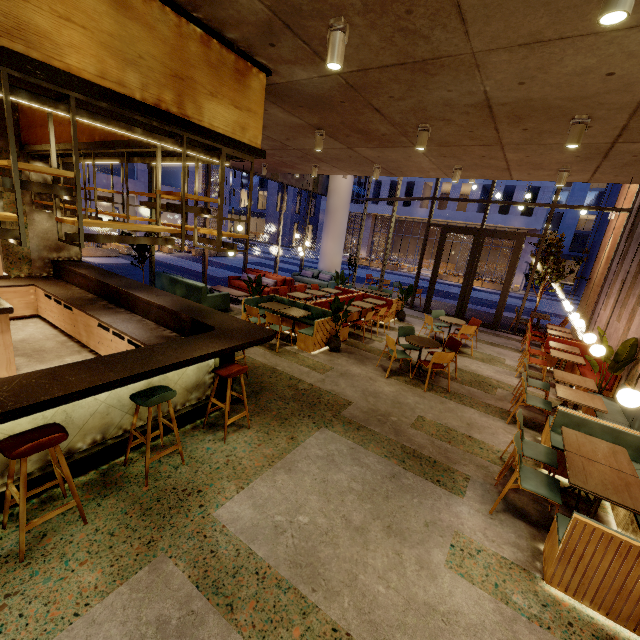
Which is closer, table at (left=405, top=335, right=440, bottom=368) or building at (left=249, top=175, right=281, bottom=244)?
table at (left=405, top=335, right=440, bottom=368)

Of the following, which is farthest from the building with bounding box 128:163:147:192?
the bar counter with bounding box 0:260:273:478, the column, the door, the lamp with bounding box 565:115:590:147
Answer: the lamp with bounding box 565:115:590:147

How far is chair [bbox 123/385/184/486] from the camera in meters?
3.3

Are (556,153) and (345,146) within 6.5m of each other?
yes

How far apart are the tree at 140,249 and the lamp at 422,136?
7.6m

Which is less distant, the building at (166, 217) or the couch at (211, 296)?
the couch at (211, 296)

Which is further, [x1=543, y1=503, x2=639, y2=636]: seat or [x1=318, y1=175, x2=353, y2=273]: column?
[x1=318, y1=175, x2=353, y2=273]: column

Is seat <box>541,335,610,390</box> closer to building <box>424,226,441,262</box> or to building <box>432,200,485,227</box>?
building <box>432,200,485,227</box>
